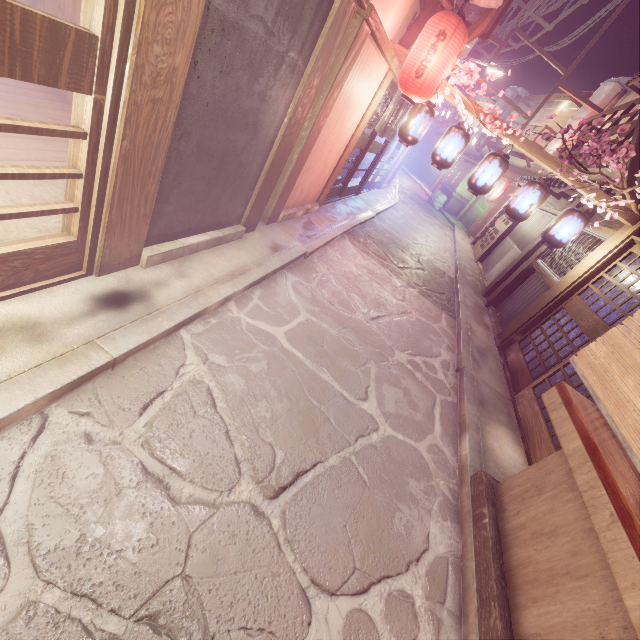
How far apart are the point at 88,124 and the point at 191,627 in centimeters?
526cm

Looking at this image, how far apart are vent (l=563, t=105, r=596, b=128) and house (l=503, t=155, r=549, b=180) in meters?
0.0

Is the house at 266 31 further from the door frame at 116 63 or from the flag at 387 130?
the flag at 387 130

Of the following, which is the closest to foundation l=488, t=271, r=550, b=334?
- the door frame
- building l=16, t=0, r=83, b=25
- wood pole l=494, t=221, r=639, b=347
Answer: wood pole l=494, t=221, r=639, b=347

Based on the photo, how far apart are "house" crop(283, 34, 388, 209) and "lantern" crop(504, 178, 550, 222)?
5.8m

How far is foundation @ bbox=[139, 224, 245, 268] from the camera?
5.6 meters

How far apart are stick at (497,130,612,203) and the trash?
31.9 meters

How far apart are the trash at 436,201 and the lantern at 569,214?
31.7 meters
